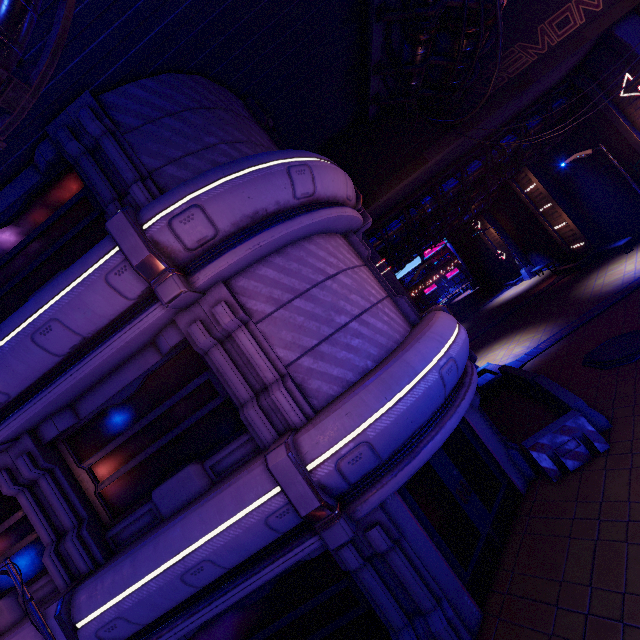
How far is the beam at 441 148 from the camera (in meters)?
13.09

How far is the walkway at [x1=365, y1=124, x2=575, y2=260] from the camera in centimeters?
1620cm

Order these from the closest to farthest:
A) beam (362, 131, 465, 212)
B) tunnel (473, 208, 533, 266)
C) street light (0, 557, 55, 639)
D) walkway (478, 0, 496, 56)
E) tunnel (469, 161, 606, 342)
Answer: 1. street light (0, 557, 55, 639)
2. walkway (478, 0, 496, 56)
3. beam (362, 131, 465, 212)
4. tunnel (469, 161, 606, 342)
5. tunnel (473, 208, 533, 266)

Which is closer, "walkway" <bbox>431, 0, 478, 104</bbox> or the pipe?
the pipe

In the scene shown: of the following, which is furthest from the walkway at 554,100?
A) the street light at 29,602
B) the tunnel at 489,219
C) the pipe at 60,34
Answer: the street light at 29,602

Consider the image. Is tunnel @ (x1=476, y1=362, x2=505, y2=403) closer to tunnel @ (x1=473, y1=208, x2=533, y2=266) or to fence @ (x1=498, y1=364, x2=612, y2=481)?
fence @ (x1=498, y1=364, x2=612, y2=481)

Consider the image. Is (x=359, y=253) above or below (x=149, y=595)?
above
